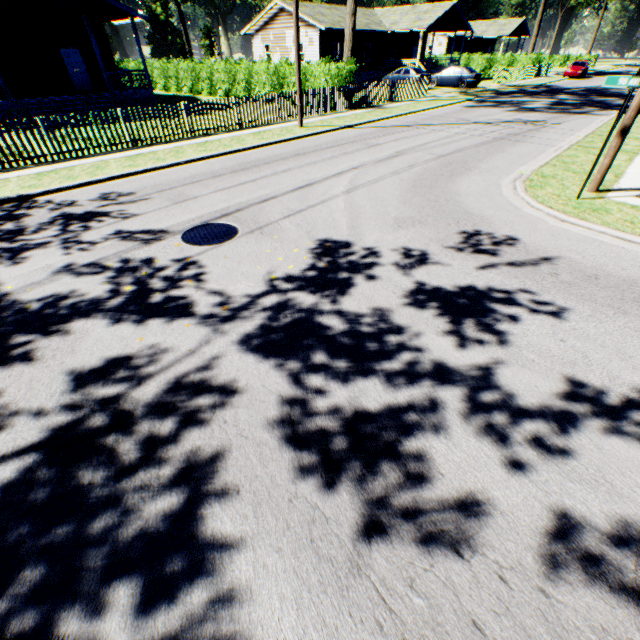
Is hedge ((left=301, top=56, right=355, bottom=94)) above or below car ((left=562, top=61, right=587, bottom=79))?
above

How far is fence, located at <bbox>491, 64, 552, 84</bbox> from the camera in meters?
32.4

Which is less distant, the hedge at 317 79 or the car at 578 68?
the hedge at 317 79

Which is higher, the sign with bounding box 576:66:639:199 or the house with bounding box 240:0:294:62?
the house with bounding box 240:0:294:62

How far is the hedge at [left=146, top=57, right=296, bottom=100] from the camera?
21.4 meters

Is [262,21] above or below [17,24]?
above

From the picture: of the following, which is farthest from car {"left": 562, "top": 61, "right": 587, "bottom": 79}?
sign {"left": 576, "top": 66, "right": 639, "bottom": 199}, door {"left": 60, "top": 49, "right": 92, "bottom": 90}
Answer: door {"left": 60, "top": 49, "right": 92, "bottom": 90}

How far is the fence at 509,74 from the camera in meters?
32.4 m
